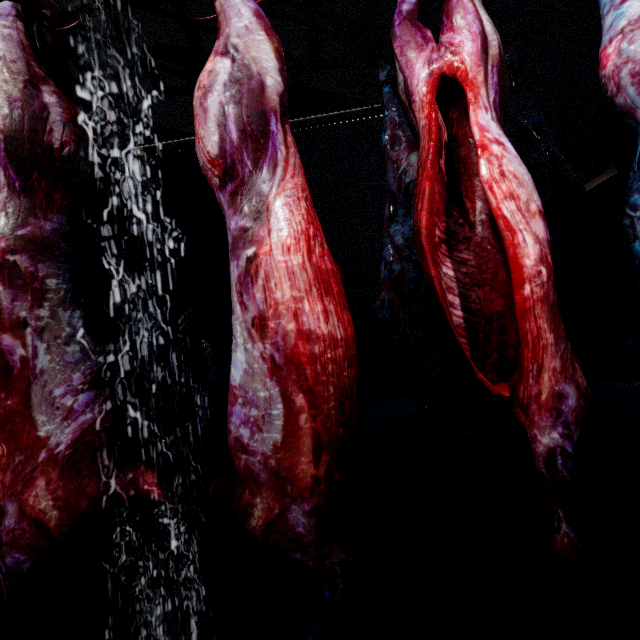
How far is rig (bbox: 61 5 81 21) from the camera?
1.3m

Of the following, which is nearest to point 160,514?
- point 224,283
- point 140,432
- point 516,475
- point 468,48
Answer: point 140,432

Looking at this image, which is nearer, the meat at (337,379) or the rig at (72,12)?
the meat at (337,379)

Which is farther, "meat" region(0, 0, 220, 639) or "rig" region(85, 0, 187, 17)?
"rig" region(85, 0, 187, 17)

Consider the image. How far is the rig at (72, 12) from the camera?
1.3m

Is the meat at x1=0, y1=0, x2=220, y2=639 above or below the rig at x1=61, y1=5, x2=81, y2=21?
below
